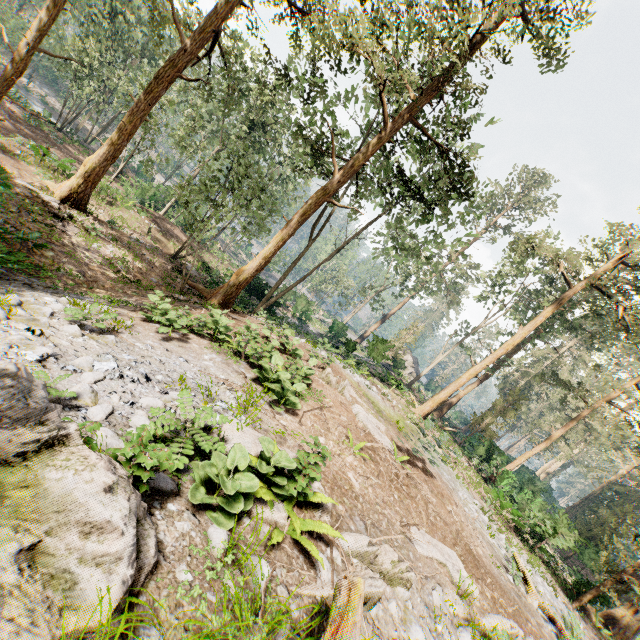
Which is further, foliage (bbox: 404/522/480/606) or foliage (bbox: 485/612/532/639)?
foliage (bbox: 404/522/480/606)

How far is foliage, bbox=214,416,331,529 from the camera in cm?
389

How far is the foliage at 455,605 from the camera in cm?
580

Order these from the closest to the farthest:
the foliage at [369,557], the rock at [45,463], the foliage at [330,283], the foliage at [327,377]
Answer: the rock at [45,463]
the foliage at [369,557]
the foliage at [327,377]
the foliage at [330,283]

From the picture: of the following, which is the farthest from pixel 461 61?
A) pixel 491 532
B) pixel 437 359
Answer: pixel 437 359
